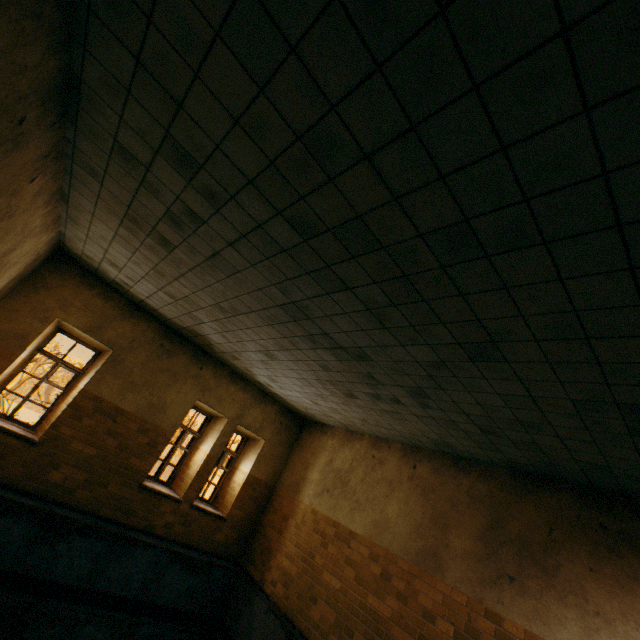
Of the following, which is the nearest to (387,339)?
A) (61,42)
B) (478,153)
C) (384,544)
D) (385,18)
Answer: (478,153)

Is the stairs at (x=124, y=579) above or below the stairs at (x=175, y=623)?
above

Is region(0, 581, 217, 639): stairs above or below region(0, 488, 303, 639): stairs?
below
